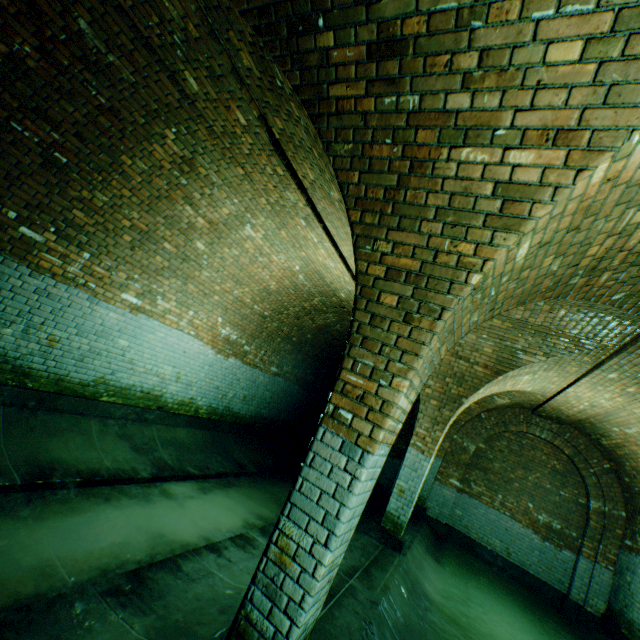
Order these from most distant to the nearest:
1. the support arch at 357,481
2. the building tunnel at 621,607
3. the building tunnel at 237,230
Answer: the building tunnel at 621,607 < the building tunnel at 237,230 < the support arch at 357,481

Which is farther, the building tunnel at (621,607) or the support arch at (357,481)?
the building tunnel at (621,607)

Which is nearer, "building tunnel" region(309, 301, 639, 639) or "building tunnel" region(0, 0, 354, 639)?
"building tunnel" region(0, 0, 354, 639)

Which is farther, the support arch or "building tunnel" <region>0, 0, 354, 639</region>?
"building tunnel" <region>0, 0, 354, 639</region>

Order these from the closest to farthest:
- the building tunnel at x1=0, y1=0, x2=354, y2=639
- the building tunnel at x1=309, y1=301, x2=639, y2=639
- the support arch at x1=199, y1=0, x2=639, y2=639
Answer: the support arch at x1=199, y1=0, x2=639, y2=639 → the building tunnel at x1=0, y1=0, x2=354, y2=639 → the building tunnel at x1=309, y1=301, x2=639, y2=639

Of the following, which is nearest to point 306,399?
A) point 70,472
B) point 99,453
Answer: point 99,453
